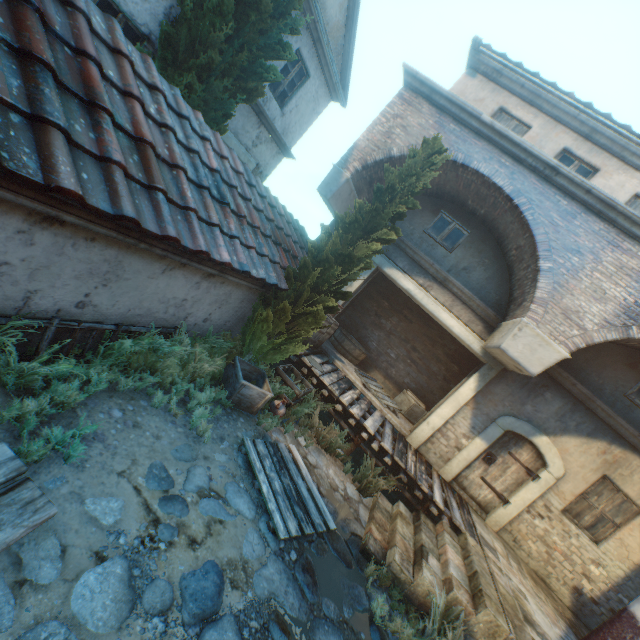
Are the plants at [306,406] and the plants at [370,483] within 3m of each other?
yes

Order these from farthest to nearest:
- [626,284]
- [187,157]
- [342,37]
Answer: [342,37] < [626,284] < [187,157]

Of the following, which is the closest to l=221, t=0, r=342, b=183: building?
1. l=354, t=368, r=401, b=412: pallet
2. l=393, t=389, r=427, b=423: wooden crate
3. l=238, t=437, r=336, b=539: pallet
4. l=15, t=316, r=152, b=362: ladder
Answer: l=15, t=316, r=152, b=362: ladder

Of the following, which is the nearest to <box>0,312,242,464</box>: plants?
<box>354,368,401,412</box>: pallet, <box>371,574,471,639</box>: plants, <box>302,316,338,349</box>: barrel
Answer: <box>302,316,338,349</box>: barrel

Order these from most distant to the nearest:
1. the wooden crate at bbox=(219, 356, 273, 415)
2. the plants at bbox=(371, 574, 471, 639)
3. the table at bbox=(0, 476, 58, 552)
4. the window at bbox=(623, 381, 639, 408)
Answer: the window at bbox=(623, 381, 639, 408) < the wooden crate at bbox=(219, 356, 273, 415) < the plants at bbox=(371, 574, 471, 639) < the table at bbox=(0, 476, 58, 552)

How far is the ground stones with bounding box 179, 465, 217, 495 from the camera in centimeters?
370cm

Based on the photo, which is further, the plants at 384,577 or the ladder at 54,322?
the plants at 384,577

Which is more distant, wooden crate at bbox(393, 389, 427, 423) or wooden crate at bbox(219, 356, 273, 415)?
wooden crate at bbox(393, 389, 427, 423)
